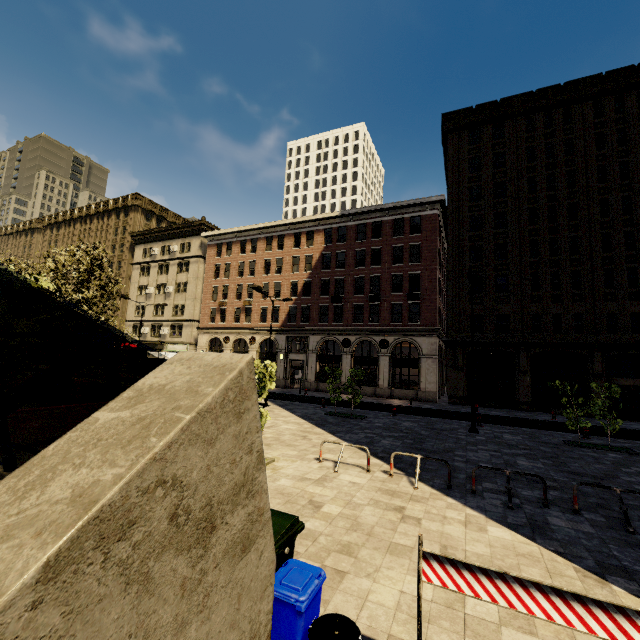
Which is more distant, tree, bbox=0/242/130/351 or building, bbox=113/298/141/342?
building, bbox=113/298/141/342

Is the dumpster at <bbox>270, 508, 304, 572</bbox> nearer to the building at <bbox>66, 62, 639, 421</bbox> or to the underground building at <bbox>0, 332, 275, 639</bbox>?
the underground building at <bbox>0, 332, 275, 639</bbox>

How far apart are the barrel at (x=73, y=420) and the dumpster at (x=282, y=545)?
8.22m

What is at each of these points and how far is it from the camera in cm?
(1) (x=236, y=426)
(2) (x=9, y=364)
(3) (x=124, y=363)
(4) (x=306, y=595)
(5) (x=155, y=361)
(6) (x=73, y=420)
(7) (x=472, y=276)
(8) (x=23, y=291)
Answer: (1) underground building, 258
(2) tree, 1006
(3) building, 4803
(4) trash bin, 332
(5) atm, 1812
(6) barrel, 1052
(7) street light, 1585
(8) tree, 1016

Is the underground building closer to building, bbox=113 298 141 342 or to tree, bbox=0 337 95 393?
tree, bbox=0 337 95 393

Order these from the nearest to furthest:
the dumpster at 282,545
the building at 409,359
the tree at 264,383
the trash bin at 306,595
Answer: the trash bin at 306,595, the dumpster at 282,545, the tree at 264,383, the building at 409,359

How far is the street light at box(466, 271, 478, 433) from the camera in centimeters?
1587cm

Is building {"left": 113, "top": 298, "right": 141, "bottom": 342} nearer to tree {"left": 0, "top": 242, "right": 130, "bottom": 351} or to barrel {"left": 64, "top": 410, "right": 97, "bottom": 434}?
tree {"left": 0, "top": 242, "right": 130, "bottom": 351}
